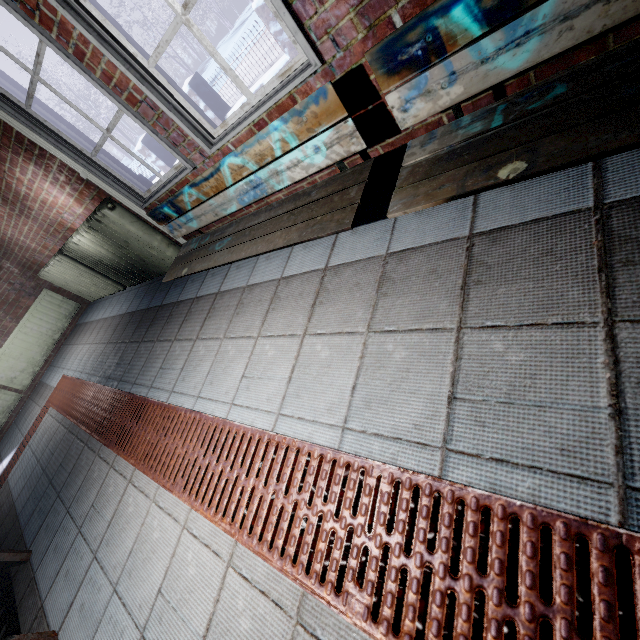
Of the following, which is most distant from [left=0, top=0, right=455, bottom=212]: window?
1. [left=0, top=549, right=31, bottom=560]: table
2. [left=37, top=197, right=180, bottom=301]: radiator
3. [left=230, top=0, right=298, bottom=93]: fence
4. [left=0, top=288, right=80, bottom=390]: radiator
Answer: [left=230, top=0, right=298, bottom=93]: fence

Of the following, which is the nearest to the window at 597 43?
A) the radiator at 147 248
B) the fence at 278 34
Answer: the radiator at 147 248

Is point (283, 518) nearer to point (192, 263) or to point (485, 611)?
point (485, 611)

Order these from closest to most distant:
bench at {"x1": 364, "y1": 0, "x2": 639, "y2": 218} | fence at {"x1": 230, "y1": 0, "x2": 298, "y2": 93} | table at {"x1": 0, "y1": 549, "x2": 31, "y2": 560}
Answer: bench at {"x1": 364, "y1": 0, "x2": 639, "y2": 218} < table at {"x1": 0, "y1": 549, "x2": 31, "y2": 560} < fence at {"x1": 230, "y1": 0, "x2": 298, "y2": 93}

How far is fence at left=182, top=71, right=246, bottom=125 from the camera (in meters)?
6.20

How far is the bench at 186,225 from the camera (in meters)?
1.36

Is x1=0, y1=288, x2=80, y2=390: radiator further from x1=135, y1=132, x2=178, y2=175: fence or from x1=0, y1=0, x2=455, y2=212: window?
x1=135, y1=132, x2=178, y2=175: fence
